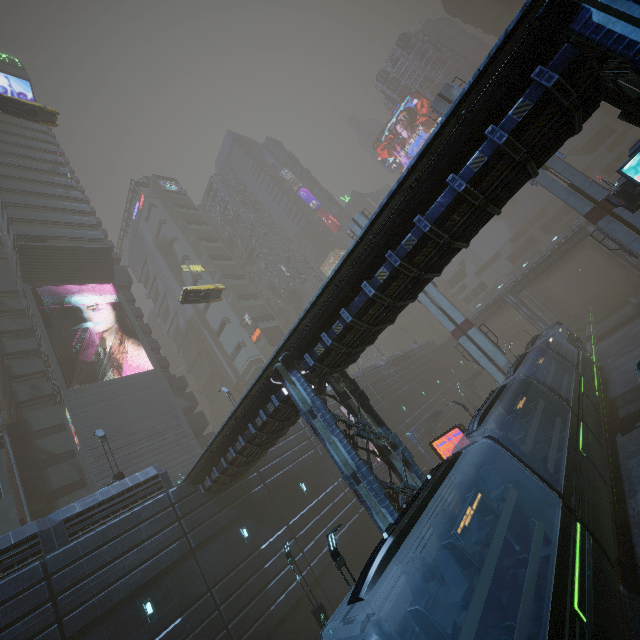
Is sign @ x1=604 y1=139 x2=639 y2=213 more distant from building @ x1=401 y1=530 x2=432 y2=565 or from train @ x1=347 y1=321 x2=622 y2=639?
train @ x1=347 y1=321 x2=622 y2=639

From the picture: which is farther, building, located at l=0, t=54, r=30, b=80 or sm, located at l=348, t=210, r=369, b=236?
building, located at l=0, t=54, r=30, b=80

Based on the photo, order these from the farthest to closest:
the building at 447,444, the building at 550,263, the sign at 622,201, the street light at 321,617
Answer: the building at 550,263 < the building at 447,444 < the street light at 321,617 < the sign at 622,201

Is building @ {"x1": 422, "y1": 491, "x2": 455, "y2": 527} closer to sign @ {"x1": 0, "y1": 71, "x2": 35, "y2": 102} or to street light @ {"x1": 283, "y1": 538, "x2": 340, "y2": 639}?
sign @ {"x1": 0, "y1": 71, "x2": 35, "y2": 102}

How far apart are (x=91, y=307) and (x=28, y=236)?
22.4 meters

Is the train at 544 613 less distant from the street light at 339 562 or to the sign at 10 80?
the street light at 339 562

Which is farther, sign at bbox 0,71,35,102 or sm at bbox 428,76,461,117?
sign at bbox 0,71,35,102

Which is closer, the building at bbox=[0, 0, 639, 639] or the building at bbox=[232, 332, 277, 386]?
the building at bbox=[0, 0, 639, 639]
